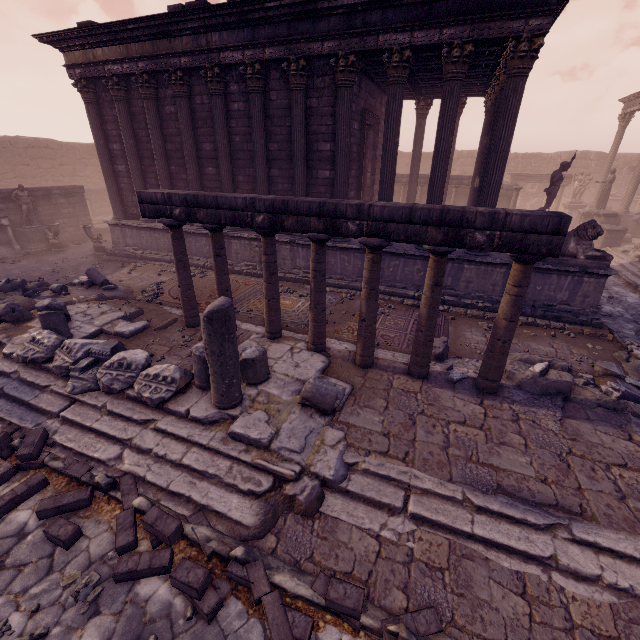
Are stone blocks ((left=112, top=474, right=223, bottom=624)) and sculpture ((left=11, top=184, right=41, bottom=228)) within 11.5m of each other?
no

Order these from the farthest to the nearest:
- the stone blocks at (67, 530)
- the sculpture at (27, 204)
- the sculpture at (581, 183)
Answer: the sculpture at (581, 183), the sculpture at (27, 204), the stone blocks at (67, 530)

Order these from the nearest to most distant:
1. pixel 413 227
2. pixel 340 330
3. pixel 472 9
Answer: pixel 413 227, pixel 472 9, pixel 340 330

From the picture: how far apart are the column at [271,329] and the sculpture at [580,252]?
6.8 meters

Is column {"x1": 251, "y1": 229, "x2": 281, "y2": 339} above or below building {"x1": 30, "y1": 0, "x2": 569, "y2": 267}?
below

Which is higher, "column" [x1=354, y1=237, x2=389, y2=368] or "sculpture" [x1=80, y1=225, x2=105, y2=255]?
"column" [x1=354, y1=237, x2=389, y2=368]

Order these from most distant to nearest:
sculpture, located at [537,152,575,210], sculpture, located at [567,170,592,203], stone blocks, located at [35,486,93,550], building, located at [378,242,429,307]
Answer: sculpture, located at [567,170,592,203]
sculpture, located at [537,152,575,210]
building, located at [378,242,429,307]
stone blocks, located at [35,486,93,550]

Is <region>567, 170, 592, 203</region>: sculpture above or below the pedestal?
above
